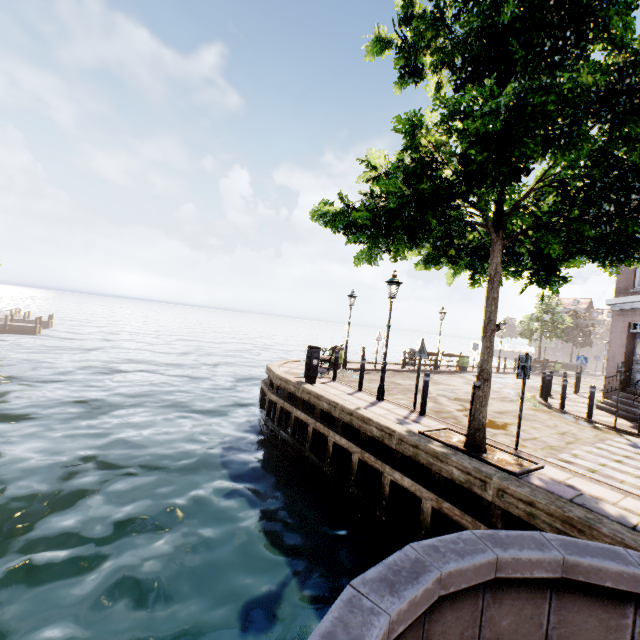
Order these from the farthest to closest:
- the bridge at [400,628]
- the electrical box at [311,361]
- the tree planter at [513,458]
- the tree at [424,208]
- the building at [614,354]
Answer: the building at [614,354] → the electrical box at [311,361] → the tree planter at [513,458] → the tree at [424,208] → the bridge at [400,628]

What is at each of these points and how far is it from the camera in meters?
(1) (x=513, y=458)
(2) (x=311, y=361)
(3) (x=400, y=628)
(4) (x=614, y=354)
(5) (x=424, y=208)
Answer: (1) tree planter, 6.0
(2) electrical box, 10.7
(3) bridge, 1.3
(4) building, 12.8
(5) tree, 5.4

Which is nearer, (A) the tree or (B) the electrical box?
(A) the tree

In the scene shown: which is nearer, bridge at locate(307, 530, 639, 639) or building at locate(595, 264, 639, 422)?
bridge at locate(307, 530, 639, 639)

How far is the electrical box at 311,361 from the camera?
10.64m

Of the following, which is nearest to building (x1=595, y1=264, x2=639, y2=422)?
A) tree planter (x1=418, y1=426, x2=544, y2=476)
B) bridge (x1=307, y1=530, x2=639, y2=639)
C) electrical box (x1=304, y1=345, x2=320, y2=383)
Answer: tree planter (x1=418, y1=426, x2=544, y2=476)

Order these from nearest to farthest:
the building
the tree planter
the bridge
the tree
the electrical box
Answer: the bridge < the tree < the tree planter < the electrical box < the building

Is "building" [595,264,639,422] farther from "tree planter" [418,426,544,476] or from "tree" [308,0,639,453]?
"tree planter" [418,426,544,476]
